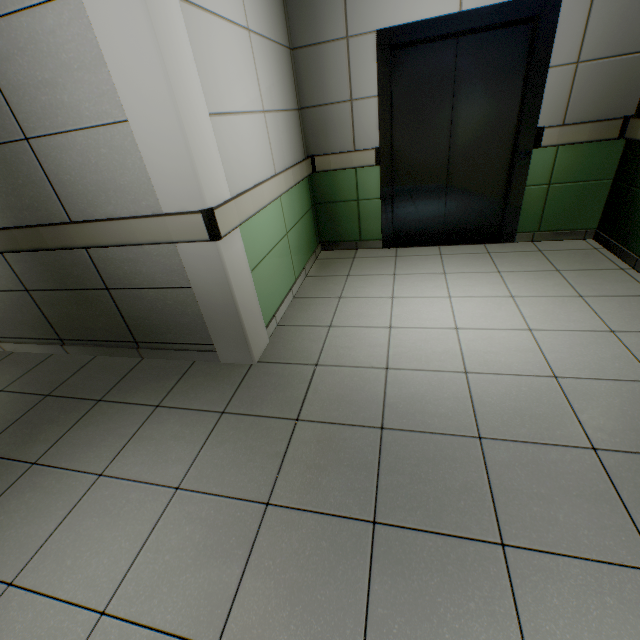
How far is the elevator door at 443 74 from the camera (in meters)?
3.01

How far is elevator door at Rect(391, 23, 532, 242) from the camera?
3.0m

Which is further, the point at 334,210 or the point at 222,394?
the point at 334,210
